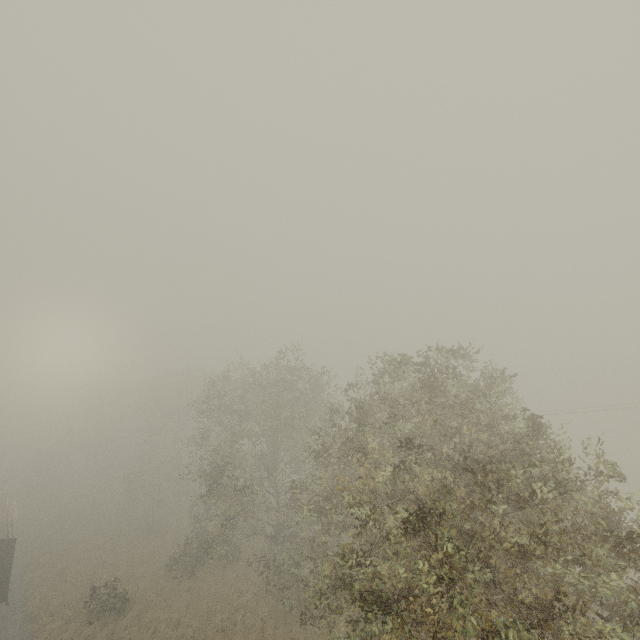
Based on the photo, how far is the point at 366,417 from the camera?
14.93m
